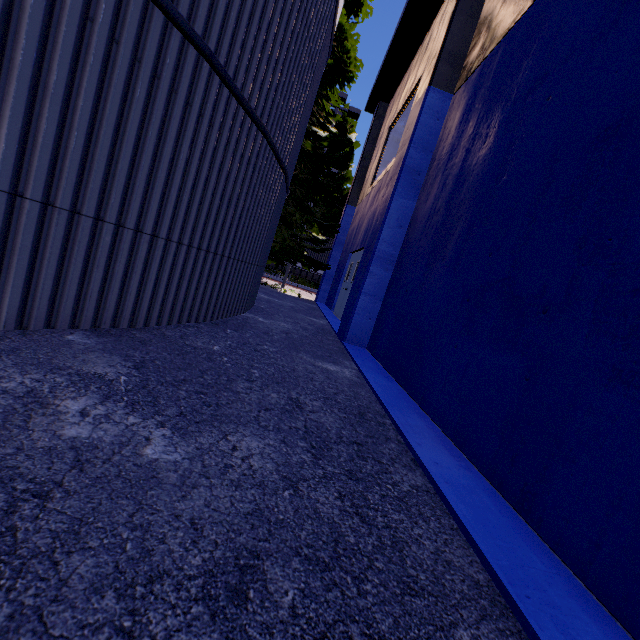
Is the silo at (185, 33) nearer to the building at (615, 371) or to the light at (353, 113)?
the building at (615, 371)

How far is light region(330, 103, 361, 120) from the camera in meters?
16.4 m

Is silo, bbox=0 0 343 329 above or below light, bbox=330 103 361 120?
below

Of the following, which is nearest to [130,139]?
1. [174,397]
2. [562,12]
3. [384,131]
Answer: [174,397]

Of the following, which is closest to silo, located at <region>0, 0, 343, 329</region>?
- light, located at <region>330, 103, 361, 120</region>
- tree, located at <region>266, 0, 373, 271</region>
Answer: tree, located at <region>266, 0, 373, 271</region>

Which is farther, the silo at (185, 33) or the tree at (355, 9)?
the tree at (355, 9)

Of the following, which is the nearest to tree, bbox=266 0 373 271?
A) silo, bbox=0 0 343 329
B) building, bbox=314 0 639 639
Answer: silo, bbox=0 0 343 329

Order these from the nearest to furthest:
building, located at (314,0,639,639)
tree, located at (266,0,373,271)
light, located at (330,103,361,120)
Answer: building, located at (314,0,639,639) < tree, located at (266,0,373,271) < light, located at (330,103,361,120)
